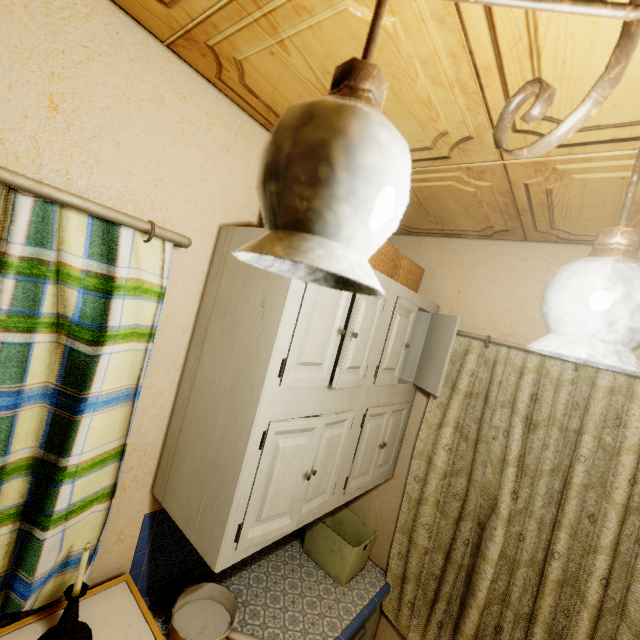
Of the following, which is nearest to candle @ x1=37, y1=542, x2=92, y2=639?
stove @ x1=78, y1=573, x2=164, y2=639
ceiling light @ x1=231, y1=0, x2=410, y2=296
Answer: stove @ x1=78, y1=573, x2=164, y2=639

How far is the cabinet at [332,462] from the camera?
1.03m

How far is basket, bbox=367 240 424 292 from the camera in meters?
1.5

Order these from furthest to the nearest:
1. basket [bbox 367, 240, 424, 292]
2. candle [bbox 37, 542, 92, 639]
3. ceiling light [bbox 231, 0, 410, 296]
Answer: basket [bbox 367, 240, 424, 292] → candle [bbox 37, 542, 92, 639] → ceiling light [bbox 231, 0, 410, 296]

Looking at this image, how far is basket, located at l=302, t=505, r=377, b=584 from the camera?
1.8 meters

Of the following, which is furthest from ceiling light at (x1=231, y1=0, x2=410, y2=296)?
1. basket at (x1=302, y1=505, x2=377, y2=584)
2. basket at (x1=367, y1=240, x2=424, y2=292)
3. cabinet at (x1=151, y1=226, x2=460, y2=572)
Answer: basket at (x1=302, y1=505, x2=377, y2=584)

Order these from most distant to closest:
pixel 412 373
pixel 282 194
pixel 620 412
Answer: pixel 412 373
pixel 620 412
pixel 282 194

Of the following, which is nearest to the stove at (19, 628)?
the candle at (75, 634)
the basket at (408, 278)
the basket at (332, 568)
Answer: the candle at (75, 634)
